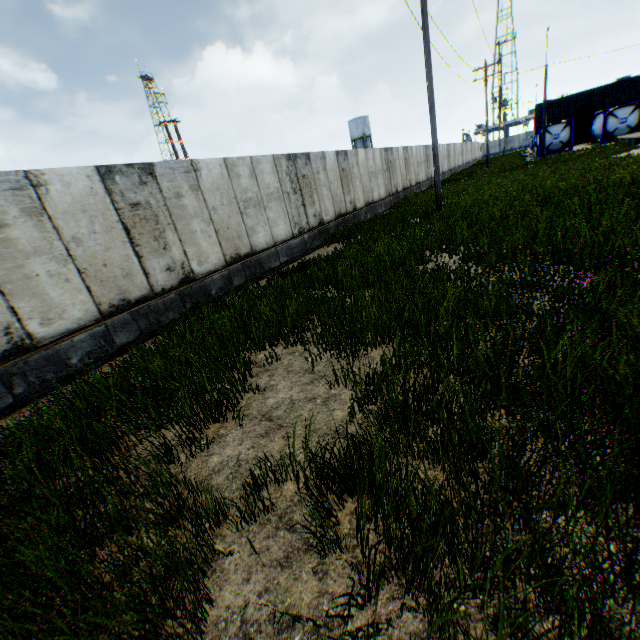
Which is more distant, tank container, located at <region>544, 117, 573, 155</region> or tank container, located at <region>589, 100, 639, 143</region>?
tank container, located at <region>544, 117, 573, 155</region>

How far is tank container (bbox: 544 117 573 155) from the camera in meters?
32.7 m

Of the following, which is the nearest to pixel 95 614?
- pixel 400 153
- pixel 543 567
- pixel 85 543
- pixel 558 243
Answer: pixel 85 543

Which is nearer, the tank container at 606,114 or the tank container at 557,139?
the tank container at 606,114

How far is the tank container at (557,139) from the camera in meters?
32.7 m
